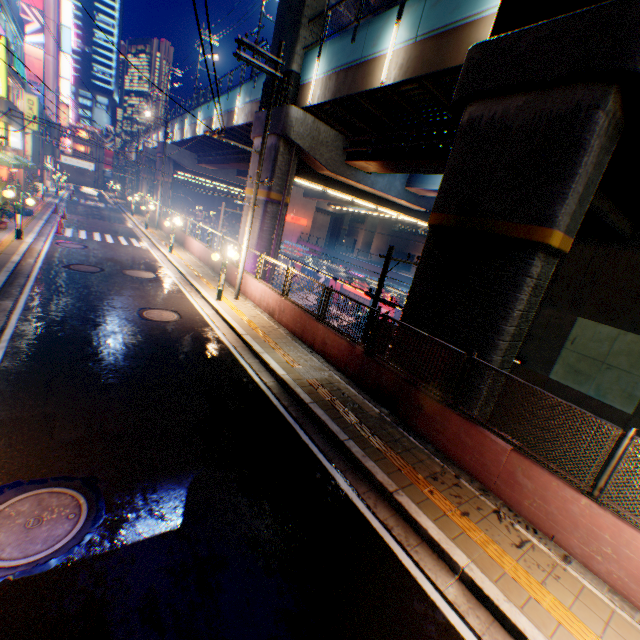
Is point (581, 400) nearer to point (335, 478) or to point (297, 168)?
point (335, 478)

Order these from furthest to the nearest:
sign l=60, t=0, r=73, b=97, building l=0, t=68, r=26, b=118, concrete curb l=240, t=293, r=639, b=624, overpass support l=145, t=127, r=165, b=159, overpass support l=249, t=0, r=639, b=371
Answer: sign l=60, t=0, r=73, b=97 → overpass support l=145, t=127, r=165, b=159 → building l=0, t=68, r=26, b=118 → overpass support l=249, t=0, r=639, b=371 → concrete curb l=240, t=293, r=639, b=624

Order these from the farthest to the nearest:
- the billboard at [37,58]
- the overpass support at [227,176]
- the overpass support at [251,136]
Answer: the billboard at [37,58] → the overpass support at [227,176] → the overpass support at [251,136]

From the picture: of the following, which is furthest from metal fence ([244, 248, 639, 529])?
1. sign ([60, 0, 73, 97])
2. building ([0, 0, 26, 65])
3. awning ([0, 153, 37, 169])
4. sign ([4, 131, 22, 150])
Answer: awning ([0, 153, 37, 169])

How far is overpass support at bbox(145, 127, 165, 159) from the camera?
40.9 meters

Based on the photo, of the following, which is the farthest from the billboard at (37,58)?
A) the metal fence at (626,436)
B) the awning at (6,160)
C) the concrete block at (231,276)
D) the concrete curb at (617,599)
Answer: the awning at (6,160)

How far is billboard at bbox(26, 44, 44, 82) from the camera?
45.3 meters
